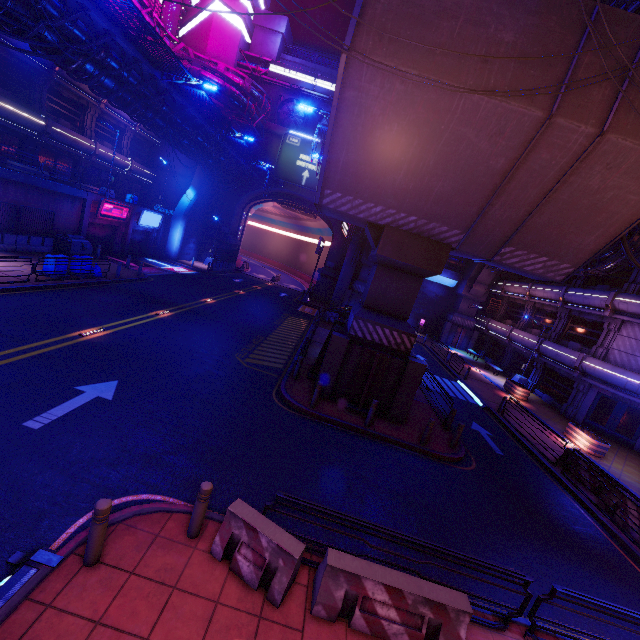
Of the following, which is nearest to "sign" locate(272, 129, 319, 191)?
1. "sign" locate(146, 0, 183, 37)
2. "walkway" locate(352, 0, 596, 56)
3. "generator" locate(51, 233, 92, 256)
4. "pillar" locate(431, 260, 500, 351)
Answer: "walkway" locate(352, 0, 596, 56)

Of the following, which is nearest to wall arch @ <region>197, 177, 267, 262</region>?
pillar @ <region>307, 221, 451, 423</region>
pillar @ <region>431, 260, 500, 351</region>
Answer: pillar @ <region>431, 260, 500, 351</region>

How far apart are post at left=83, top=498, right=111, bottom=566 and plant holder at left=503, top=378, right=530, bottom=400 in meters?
26.5 m

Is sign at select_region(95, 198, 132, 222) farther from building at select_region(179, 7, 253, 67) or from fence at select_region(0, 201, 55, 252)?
building at select_region(179, 7, 253, 67)

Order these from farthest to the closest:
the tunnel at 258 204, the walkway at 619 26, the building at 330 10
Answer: the building at 330 10 → the tunnel at 258 204 → the walkway at 619 26

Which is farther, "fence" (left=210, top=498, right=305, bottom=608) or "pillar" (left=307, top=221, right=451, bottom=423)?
"pillar" (left=307, top=221, right=451, bottom=423)

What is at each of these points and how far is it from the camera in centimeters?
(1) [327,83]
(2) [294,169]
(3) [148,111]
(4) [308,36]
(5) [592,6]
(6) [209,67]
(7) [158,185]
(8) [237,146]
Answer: (1) sign, 3828cm
(2) sign, 3897cm
(3) walkway, 2112cm
(4) building, 4488cm
(5) walkway, 805cm
(6) pipe, 2919cm
(7) building, 3947cm
(8) fence, 2877cm

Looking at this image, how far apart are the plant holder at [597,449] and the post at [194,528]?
20.1m
